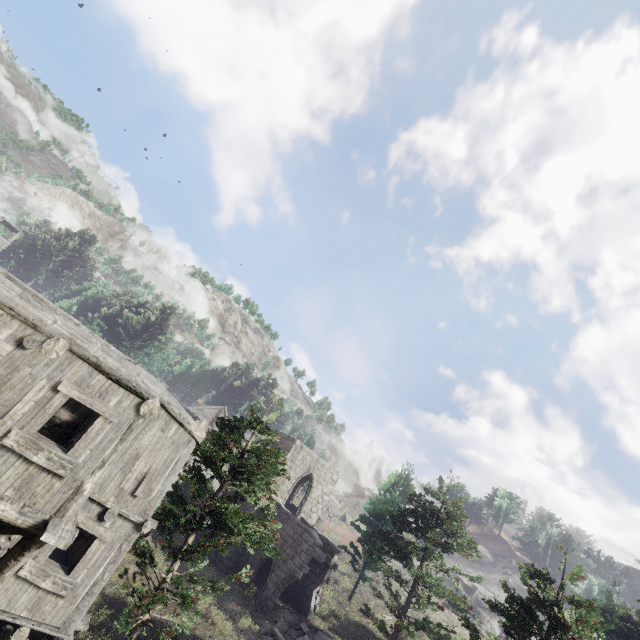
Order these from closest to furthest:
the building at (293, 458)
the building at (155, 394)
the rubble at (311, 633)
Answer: the building at (155, 394) < the rubble at (311, 633) < the building at (293, 458)

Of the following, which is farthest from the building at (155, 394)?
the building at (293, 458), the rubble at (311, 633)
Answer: the building at (293, 458)

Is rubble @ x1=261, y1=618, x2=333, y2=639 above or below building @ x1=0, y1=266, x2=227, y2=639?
below

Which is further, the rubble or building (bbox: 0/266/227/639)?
the rubble

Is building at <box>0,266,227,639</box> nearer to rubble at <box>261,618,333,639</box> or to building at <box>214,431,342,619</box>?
rubble at <box>261,618,333,639</box>

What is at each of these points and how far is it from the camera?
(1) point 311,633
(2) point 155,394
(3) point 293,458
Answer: (1) rubble, 17.53m
(2) building, 7.54m
(3) building, 25.86m

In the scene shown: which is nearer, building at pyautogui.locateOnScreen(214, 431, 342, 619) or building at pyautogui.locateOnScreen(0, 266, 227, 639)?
building at pyautogui.locateOnScreen(0, 266, 227, 639)

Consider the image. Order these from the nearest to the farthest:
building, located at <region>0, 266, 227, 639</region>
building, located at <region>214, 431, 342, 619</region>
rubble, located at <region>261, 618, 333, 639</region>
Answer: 1. building, located at <region>0, 266, 227, 639</region>
2. rubble, located at <region>261, 618, 333, 639</region>
3. building, located at <region>214, 431, 342, 619</region>
